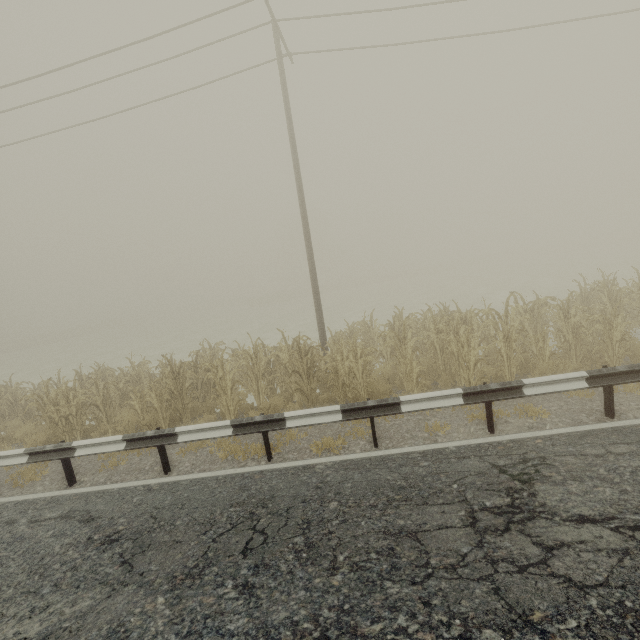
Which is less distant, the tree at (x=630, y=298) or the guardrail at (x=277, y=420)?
the guardrail at (x=277, y=420)

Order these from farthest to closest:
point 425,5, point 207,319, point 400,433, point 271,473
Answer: point 207,319
point 425,5
point 400,433
point 271,473

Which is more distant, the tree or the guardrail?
the tree
